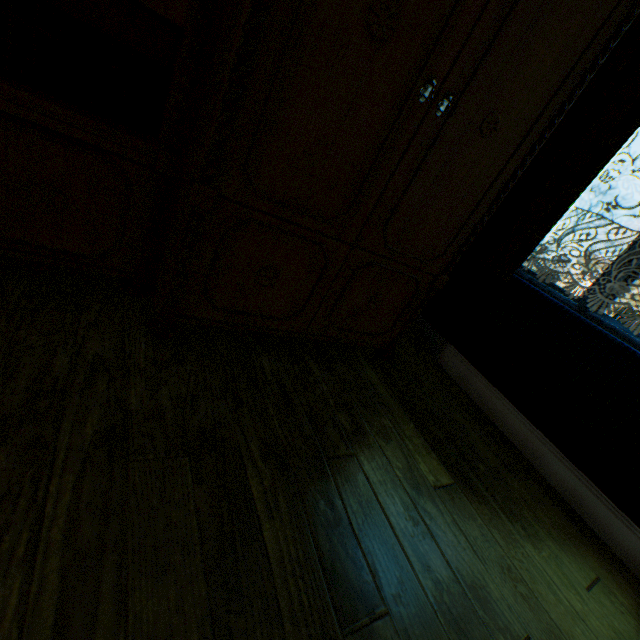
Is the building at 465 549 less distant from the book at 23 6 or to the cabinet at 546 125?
the cabinet at 546 125

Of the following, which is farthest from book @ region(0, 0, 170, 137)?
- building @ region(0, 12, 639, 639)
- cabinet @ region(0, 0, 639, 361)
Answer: building @ region(0, 12, 639, 639)

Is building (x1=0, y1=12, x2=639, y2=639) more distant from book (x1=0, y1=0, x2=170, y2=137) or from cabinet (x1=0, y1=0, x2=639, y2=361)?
book (x1=0, y1=0, x2=170, y2=137)

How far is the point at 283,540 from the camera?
0.9m
